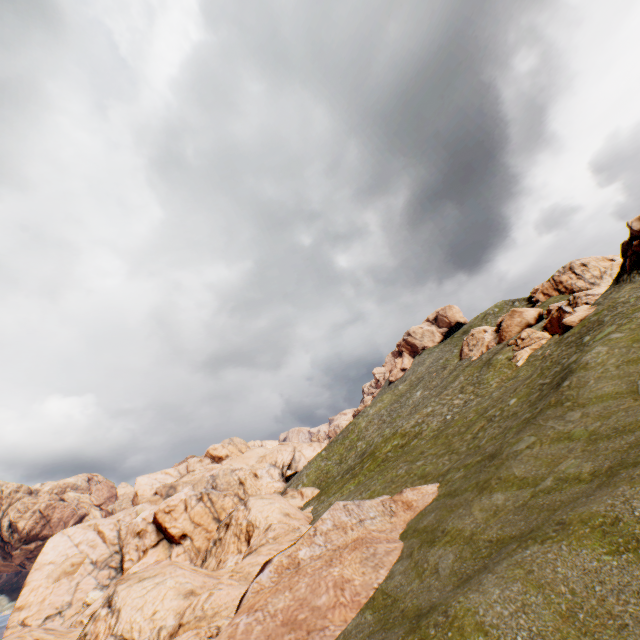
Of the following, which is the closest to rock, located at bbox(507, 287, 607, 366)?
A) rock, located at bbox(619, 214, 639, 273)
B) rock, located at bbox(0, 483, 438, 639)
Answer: rock, located at bbox(619, 214, 639, 273)

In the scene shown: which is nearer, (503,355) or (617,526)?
(617,526)

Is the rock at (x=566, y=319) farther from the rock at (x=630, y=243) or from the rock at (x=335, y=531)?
the rock at (x=335, y=531)

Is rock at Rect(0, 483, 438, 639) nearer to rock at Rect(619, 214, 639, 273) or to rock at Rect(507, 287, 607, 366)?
rock at Rect(619, 214, 639, 273)

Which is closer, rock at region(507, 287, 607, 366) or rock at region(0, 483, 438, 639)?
rock at region(0, 483, 438, 639)

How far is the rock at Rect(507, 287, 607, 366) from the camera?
30.91m

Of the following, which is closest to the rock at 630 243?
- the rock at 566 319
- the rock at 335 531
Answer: the rock at 566 319
